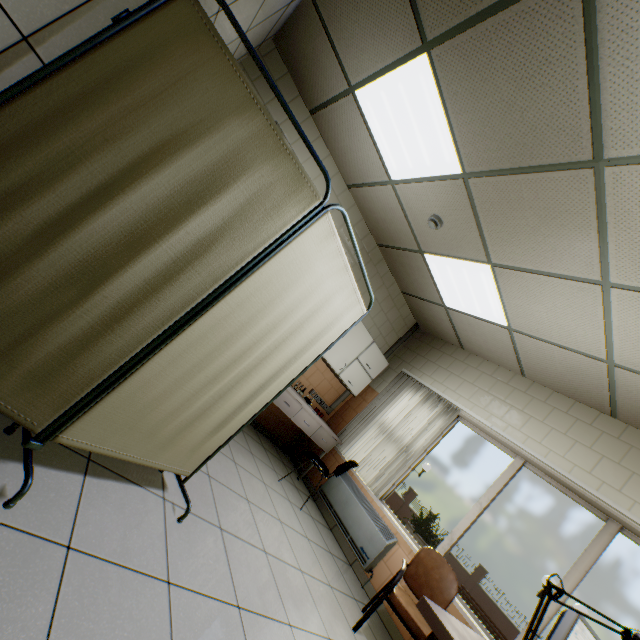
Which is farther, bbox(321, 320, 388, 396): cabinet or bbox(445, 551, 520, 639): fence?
bbox(445, 551, 520, 639): fence

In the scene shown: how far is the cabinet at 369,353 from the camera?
4.8m

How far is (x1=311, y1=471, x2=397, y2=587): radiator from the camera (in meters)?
3.72

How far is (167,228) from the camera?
1.3m

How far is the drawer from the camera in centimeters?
427cm

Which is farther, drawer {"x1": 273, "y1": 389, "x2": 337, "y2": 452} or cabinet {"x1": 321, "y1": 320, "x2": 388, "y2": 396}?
cabinet {"x1": 321, "y1": 320, "x2": 388, "y2": 396}

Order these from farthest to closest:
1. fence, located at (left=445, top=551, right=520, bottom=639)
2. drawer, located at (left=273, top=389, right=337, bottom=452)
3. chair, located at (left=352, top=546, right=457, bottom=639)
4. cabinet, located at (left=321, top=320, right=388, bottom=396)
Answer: fence, located at (left=445, top=551, right=520, bottom=639) → cabinet, located at (left=321, top=320, right=388, bottom=396) → drawer, located at (left=273, top=389, right=337, bottom=452) → chair, located at (left=352, top=546, right=457, bottom=639)

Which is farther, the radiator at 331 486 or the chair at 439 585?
the radiator at 331 486
